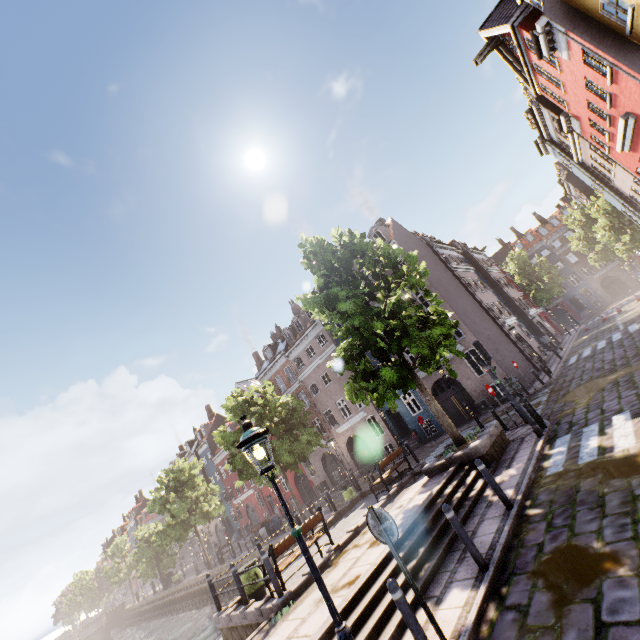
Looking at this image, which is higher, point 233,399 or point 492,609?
point 233,399

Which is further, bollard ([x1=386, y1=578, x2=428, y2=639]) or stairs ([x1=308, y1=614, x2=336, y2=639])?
stairs ([x1=308, y1=614, x2=336, y2=639])

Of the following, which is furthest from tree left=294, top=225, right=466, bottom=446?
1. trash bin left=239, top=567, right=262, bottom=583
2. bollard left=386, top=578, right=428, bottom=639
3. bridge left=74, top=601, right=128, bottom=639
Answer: bollard left=386, top=578, right=428, bottom=639

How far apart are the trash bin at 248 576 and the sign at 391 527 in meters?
7.9 m

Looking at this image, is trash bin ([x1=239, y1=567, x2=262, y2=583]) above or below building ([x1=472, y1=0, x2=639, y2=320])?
below

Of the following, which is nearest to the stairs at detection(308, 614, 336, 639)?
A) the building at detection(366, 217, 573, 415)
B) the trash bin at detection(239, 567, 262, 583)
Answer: the trash bin at detection(239, 567, 262, 583)

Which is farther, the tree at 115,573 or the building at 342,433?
the tree at 115,573

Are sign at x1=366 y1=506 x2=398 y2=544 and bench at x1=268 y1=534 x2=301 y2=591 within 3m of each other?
no
